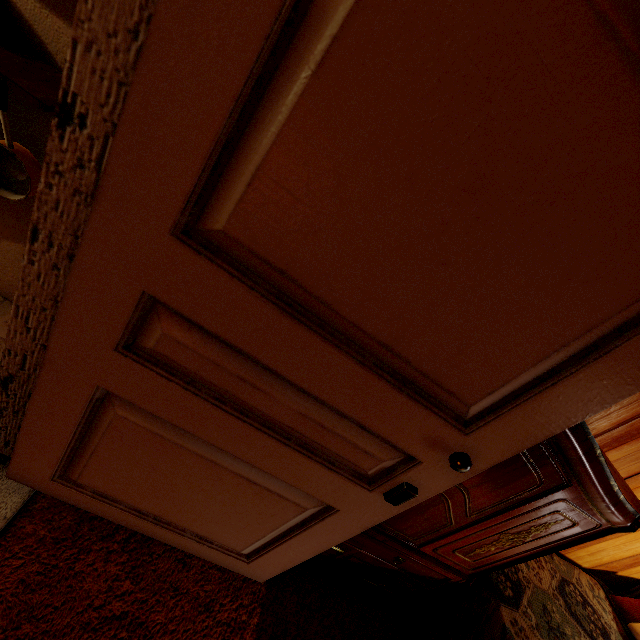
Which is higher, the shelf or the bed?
the shelf

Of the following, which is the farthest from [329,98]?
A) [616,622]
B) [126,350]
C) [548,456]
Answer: [616,622]

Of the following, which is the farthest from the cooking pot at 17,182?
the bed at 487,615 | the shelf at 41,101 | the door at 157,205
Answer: the bed at 487,615

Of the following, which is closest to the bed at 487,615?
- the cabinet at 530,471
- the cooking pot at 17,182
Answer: the cabinet at 530,471

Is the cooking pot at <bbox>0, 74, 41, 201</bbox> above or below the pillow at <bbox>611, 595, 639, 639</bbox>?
above

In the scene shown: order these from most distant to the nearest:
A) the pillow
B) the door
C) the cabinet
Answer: the pillow, the cabinet, the door

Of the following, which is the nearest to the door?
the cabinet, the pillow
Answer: the cabinet

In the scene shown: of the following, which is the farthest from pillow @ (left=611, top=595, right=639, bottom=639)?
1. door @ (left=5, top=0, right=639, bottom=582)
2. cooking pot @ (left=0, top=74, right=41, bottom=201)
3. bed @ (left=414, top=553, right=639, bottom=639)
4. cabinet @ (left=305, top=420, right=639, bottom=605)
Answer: cooking pot @ (left=0, top=74, right=41, bottom=201)
